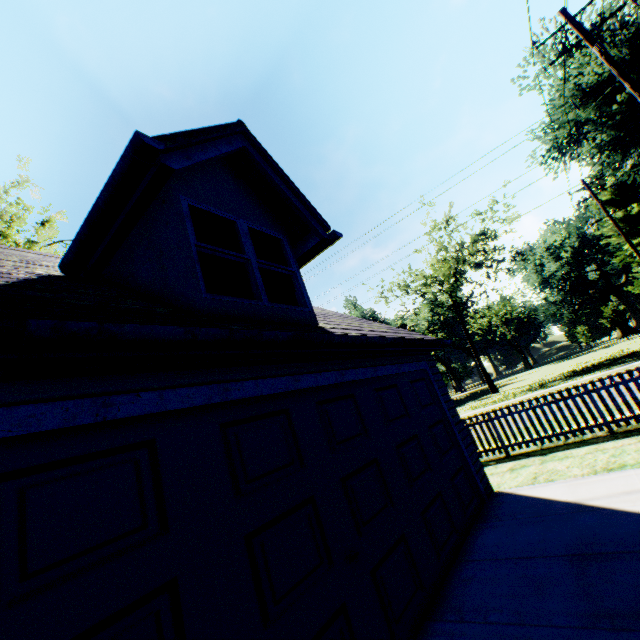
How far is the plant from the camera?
51.4 meters

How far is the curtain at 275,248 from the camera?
5.1 meters

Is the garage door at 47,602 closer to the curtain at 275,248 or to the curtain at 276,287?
the curtain at 276,287

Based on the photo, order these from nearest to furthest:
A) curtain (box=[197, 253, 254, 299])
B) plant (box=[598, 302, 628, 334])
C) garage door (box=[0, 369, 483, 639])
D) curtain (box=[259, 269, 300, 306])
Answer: garage door (box=[0, 369, 483, 639])
curtain (box=[197, 253, 254, 299])
curtain (box=[259, 269, 300, 306])
plant (box=[598, 302, 628, 334])

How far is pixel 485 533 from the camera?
5.2m

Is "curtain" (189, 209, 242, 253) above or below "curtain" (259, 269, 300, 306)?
above

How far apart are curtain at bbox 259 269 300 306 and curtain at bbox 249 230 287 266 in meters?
0.1 m

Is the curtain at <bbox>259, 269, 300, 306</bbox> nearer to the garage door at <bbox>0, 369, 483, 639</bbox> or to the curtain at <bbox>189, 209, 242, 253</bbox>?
the curtain at <bbox>189, 209, 242, 253</bbox>
